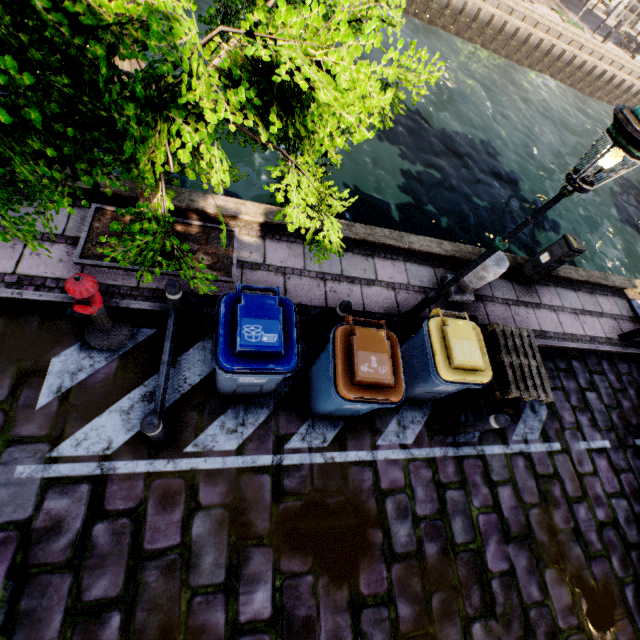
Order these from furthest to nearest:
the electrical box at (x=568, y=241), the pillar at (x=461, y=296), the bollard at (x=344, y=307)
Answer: the electrical box at (x=568, y=241) → the pillar at (x=461, y=296) → the bollard at (x=344, y=307)

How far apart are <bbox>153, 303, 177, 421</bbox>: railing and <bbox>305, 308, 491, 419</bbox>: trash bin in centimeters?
169cm

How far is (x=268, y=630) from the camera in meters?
3.3 m

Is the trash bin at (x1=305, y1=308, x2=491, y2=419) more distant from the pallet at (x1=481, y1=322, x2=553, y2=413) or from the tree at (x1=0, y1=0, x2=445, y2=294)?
the pallet at (x1=481, y1=322, x2=553, y2=413)

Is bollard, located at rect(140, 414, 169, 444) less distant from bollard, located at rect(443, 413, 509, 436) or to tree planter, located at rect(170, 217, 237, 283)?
tree planter, located at rect(170, 217, 237, 283)

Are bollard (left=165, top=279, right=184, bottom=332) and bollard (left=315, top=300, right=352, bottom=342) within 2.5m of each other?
yes

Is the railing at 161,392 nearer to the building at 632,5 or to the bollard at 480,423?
the bollard at 480,423

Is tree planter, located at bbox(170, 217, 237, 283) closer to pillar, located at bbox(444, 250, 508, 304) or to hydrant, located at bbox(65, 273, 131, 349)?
hydrant, located at bbox(65, 273, 131, 349)
